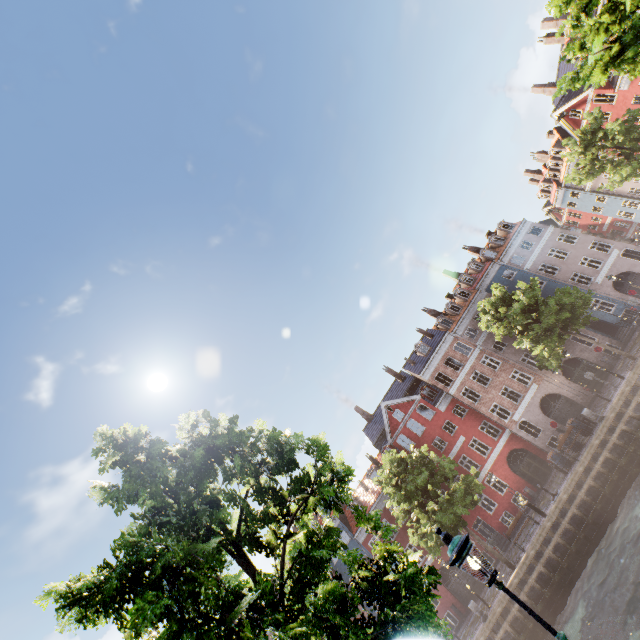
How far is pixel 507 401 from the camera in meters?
31.5

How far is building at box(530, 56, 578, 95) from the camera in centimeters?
3619cm

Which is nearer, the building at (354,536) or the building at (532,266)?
the building at (532,266)

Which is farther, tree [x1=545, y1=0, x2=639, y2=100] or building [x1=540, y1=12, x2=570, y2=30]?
building [x1=540, y1=12, x2=570, y2=30]

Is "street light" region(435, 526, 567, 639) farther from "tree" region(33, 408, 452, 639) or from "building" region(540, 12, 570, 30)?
"building" region(540, 12, 570, 30)

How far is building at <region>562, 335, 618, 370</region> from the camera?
29.2m

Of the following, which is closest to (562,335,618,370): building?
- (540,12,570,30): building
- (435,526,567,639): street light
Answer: (435,526,567,639): street light

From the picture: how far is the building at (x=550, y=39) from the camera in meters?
30.5
